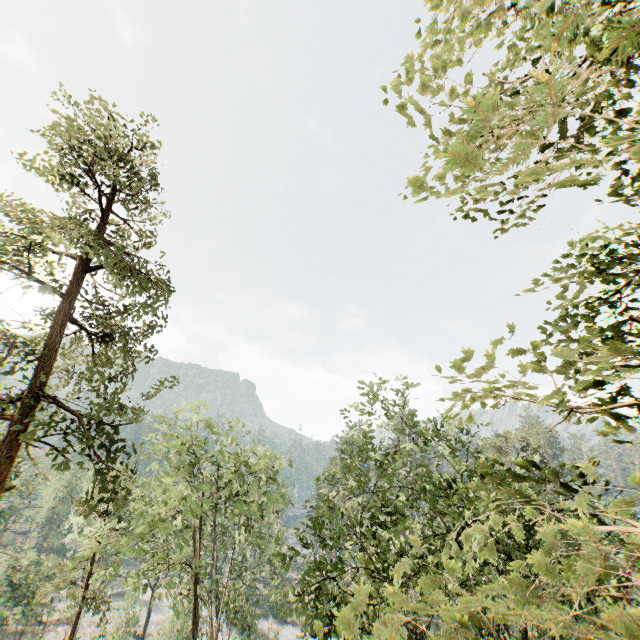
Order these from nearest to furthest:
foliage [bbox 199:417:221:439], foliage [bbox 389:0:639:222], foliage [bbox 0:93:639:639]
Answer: foliage [bbox 389:0:639:222]
foliage [bbox 0:93:639:639]
foliage [bbox 199:417:221:439]

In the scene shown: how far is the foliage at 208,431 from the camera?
20.0m

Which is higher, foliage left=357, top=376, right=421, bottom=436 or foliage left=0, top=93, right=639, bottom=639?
foliage left=357, top=376, right=421, bottom=436

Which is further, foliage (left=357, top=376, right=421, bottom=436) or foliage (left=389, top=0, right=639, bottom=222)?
foliage (left=357, top=376, right=421, bottom=436)

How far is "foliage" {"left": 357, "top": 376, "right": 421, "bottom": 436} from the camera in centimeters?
1534cm

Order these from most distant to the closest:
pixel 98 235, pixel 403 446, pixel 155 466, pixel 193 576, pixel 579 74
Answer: pixel 155 466 → pixel 193 576 → pixel 403 446 → pixel 98 235 → pixel 579 74
